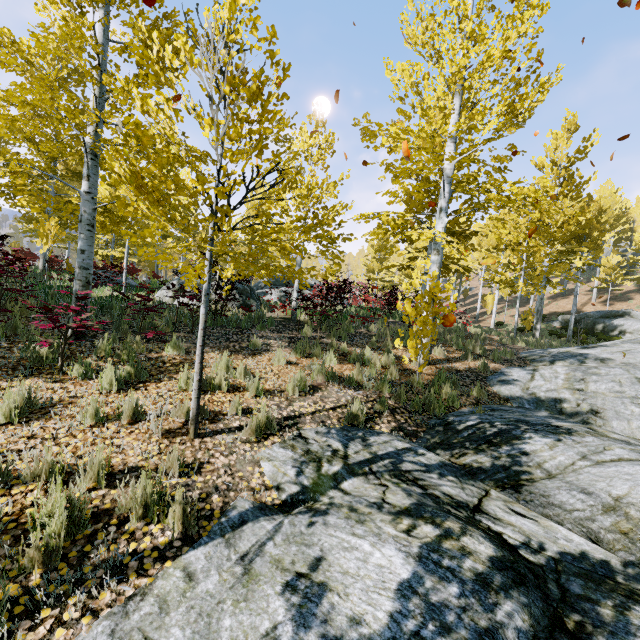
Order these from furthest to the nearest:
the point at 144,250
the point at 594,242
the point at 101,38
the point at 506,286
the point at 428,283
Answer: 1. the point at 594,242
2. the point at 506,286
3. the point at 428,283
4. the point at 101,38
5. the point at 144,250

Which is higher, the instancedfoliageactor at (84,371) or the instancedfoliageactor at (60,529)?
A: the instancedfoliageactor at (84,371)

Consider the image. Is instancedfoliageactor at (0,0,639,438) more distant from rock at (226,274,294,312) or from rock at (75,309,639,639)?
rock at (226,274,294,312)

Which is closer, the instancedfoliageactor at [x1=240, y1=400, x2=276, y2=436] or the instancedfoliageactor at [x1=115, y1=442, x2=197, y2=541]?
the instancedfoliageactor at [x1=115, y1=442, x2=197, y2=541]

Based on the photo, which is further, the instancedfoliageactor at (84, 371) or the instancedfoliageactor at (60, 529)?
the instancedfoliageactor at (84, 371)

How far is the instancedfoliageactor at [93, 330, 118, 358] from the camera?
5.41m
